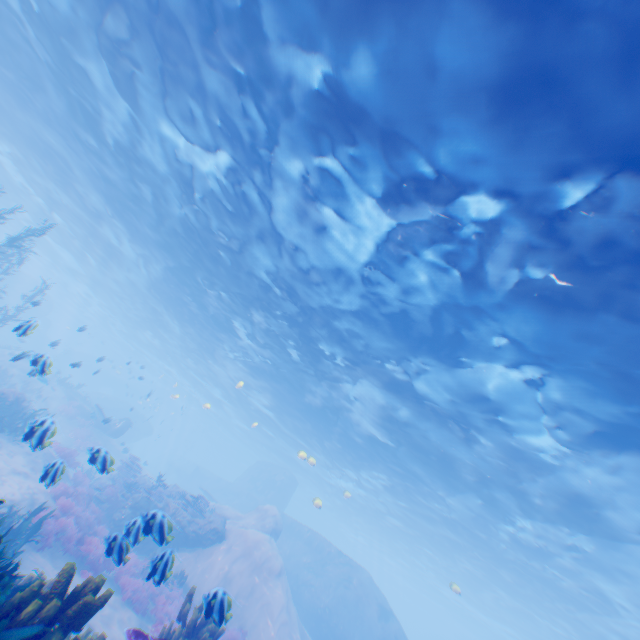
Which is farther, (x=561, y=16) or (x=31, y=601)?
(x=561, y=16)

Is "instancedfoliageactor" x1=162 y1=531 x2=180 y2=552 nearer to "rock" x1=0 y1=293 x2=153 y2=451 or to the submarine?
"rock" x1=0 y1=293 x2=153 y2=451

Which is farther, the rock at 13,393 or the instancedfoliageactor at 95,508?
the rock at 13,393

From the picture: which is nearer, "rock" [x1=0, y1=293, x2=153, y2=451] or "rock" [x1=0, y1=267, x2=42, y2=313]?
"rock" [x1=0, y1=293, x2=153, y2=451]

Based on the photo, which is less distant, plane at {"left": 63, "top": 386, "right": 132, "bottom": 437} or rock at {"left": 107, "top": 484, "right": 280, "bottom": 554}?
rock at {"left": 107, "top": 484, "right": 280, "bottom": 554}

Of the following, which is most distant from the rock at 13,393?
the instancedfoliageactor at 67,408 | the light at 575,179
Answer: the instancedfoliageactor at 67,408

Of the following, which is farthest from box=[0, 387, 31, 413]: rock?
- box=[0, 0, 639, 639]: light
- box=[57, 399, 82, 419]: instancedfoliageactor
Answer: box=[57, 399, 82, 419]: instancedfoliageactor
